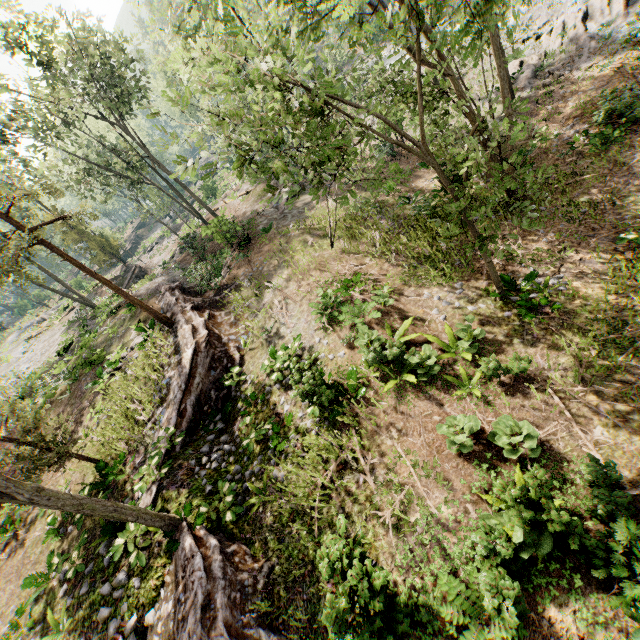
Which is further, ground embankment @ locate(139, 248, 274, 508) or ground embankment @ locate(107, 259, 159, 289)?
ground embankment @ locate(107, 259, 159, 289)

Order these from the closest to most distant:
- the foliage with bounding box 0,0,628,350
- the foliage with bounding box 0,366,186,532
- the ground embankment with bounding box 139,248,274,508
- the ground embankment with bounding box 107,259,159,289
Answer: the foliage with bounding box 0,0,628,350
the foliage with bounding box 0,366,186,532
the ground embankment with bounding box 139,248,274,508
the ground embankment with bounding box 107,259,159,289

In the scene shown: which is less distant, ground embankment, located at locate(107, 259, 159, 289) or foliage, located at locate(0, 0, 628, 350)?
foliage, located at locate(0, 0, 628, 350)

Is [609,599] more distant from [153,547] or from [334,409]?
[153,547]

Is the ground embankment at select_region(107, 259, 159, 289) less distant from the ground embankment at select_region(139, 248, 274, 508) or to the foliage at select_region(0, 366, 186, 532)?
the foliage at select_region(0, 366, 186, 532)

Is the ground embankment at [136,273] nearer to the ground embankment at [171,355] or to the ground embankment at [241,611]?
the ground embankment at [171,355]

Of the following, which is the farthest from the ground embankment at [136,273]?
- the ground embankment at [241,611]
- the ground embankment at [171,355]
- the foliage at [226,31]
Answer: the ground embankment at [241,611]

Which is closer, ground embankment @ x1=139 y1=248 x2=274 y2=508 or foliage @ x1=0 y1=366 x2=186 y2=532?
foliage @ x1=0 y1=366 x2=186 y2=532
